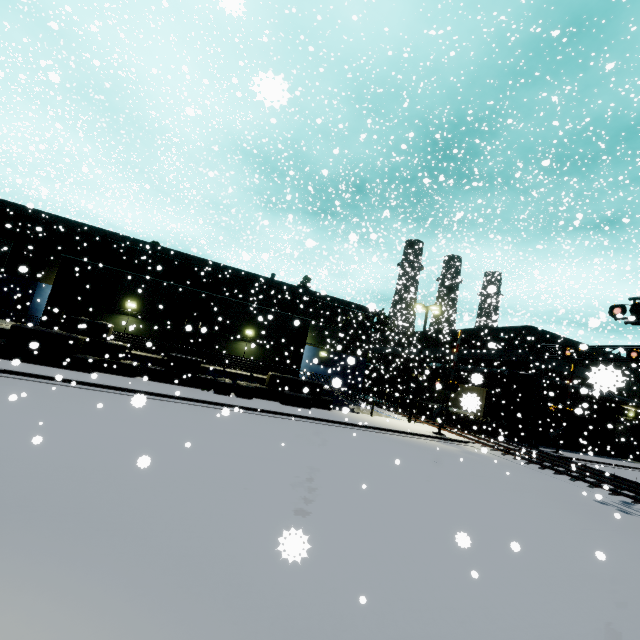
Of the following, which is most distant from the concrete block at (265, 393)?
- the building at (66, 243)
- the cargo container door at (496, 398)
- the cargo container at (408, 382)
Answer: the cargo container door at (496, 398)

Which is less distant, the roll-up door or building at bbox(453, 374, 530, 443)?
building at bbox(453, 374, 530, 443)

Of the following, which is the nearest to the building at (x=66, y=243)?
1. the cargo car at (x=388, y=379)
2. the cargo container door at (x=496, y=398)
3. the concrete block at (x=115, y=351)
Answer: the concrete block at (x=115, y=351)

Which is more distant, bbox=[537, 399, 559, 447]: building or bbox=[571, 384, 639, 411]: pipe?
bbox=[537, 399, 559, 447]: building

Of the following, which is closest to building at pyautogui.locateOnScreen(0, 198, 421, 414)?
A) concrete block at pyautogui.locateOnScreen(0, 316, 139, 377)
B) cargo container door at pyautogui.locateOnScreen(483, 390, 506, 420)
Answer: concrete block at pyautogui.locateOnScreen(0, 316, 139, 377)

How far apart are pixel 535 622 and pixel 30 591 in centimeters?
691cm

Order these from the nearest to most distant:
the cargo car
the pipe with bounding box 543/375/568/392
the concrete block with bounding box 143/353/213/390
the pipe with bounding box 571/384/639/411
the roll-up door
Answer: the pipe with bounding box 571/384/639/411 < the concrete block with bounding box 143/353/213/390 < the pipe with bounding box 543/375/568/392 < the roll-up door < the cargo car

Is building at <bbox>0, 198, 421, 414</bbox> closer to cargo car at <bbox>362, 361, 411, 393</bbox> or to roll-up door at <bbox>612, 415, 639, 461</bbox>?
roll-up door at <bbox>612, 415, 639, 461</bbox>
